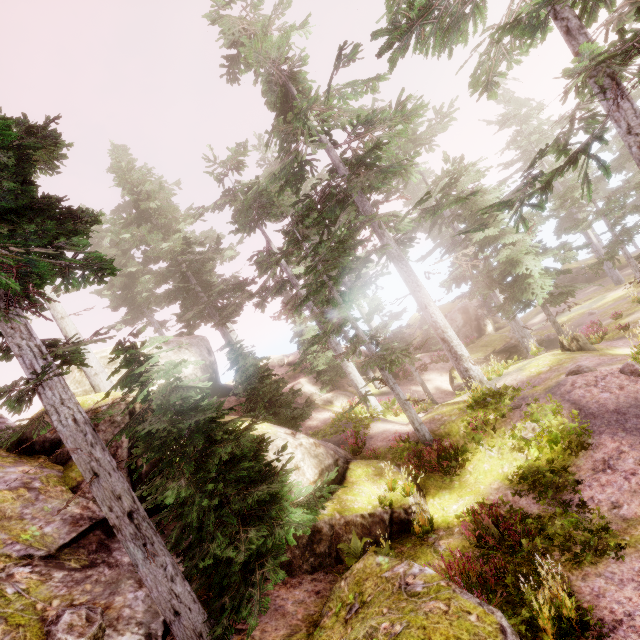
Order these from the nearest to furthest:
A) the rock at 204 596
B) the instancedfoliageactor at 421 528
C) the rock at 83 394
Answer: the rock at 204 596
the instancedfoliageactor at 421 528
the rock at 83 394

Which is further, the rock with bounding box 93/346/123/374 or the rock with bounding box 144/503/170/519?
the rock with bounding box 93/346/123/374

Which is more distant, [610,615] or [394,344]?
[394,344]

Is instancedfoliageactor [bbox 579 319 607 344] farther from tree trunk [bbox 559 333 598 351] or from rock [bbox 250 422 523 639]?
tree trunk [bbox 559 333 598 351]

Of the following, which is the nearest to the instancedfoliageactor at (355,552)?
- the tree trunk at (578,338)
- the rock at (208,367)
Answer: the rock at (208,367)

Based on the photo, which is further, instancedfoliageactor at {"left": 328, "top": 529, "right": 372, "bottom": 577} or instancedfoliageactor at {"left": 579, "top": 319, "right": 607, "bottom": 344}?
instancedfoliageactor at {"left": 579, "top": 319, "right": 607, "bottom": 344}

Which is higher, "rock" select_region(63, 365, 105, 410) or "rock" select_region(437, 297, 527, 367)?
"rock" select_region(63, 365, 105, 410)

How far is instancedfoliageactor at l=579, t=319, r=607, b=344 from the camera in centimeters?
1670cm
